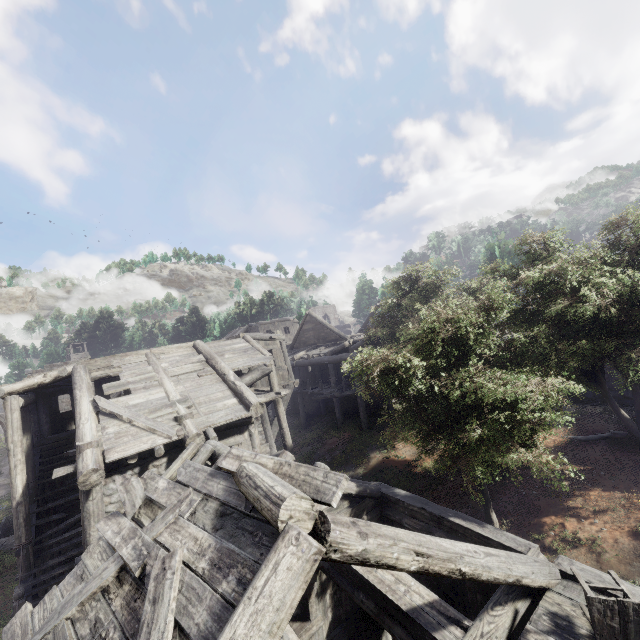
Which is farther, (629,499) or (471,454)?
(629,499)

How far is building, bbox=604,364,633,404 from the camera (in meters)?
14.86

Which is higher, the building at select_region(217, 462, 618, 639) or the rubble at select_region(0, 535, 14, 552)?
the building at select_region(217, 462, 618, 639)

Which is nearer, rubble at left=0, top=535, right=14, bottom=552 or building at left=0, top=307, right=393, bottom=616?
building at left=0, top=307, right=393, bottom=616

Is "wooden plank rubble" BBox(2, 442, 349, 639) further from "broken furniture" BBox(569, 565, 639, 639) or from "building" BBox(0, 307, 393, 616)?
"broken furniture" BBox(569, 565, 639, 639)

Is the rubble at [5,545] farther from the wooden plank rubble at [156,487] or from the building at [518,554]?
the wooden plank rubble at [156,487]

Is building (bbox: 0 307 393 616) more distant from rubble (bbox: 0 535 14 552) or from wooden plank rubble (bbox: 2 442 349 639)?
rubble (bbox: 0 535 14 552)

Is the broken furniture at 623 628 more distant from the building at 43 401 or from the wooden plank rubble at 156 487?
the wooden plank rubble at 156 487
